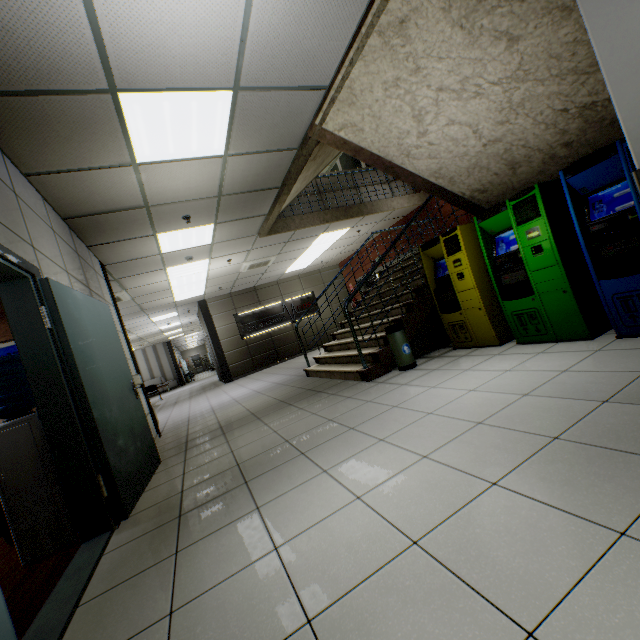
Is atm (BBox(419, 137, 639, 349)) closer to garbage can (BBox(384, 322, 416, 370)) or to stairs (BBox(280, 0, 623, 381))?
stairs (BBox(280, 0, 623, 381))

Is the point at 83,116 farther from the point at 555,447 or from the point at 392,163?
the point at 555,447

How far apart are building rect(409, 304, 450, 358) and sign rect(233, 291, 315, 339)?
8.5m

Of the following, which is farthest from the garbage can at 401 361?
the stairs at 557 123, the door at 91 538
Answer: the door at 91 538

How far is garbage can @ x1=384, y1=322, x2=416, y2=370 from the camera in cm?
441

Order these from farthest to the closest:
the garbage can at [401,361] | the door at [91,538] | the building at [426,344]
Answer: the building at [426,344]
the garbage can at [401,361]
the door at [91,538]

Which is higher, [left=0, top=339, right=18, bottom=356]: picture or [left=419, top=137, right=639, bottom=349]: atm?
[left=0, top=339, right=18, bottom=356]: picture

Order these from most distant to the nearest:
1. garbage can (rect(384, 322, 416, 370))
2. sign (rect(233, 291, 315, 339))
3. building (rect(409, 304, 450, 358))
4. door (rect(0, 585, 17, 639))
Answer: sign (rect(233, 291, 315, 339)), building (rect(409, 304, 450, 358)), garbage can (rect(384, 322, 416, 370)), door (rect(0, 585, 17, 639))
